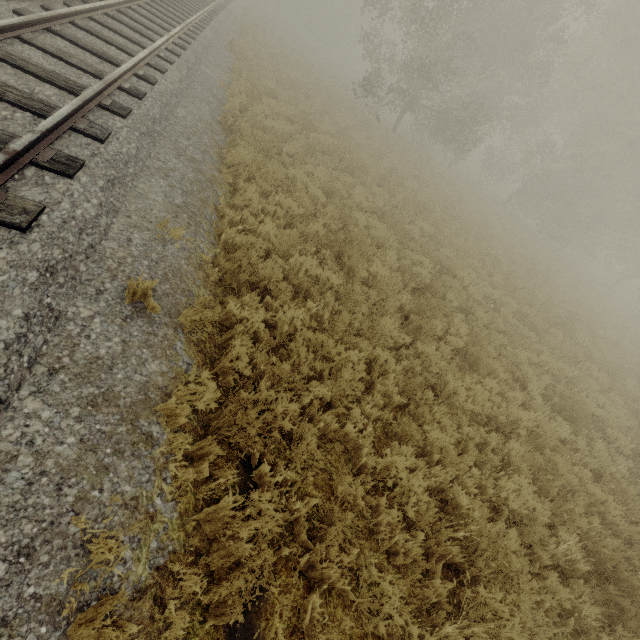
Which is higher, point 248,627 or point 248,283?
point 248,283
